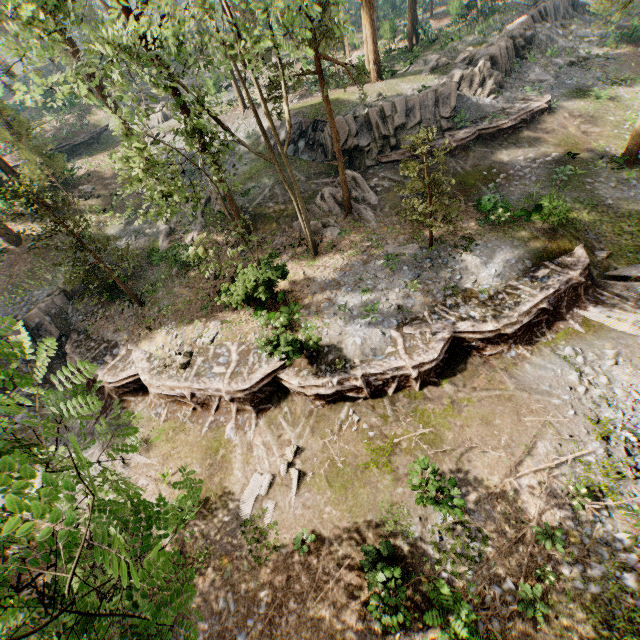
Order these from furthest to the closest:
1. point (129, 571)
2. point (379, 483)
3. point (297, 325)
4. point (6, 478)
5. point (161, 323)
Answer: A:
1. point (161, 323)
2. point (297, 325)
3. point (379, 483)
4. point (129, 571)
5. point (6, 478)

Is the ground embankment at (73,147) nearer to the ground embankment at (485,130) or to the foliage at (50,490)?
the foliage at (50,490)

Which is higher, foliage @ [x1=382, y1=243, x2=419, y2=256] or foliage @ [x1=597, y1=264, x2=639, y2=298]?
foliage @ [x1=382, y1=243, x2=419, y2=256]

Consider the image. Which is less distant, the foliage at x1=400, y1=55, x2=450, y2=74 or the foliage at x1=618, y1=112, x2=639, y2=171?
the foliage at x1=618, y1=112, x2=639, y2=171

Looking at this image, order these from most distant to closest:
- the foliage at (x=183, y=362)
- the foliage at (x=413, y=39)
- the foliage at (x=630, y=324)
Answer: the foliage at (x=413, y=39), the foliage at (x=183, y=362), the foliage at (x=630, y=324)

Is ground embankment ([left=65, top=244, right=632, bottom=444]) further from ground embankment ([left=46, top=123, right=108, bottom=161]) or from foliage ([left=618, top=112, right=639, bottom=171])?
ground embankment ([left=46, top=123, right=108, bottom=161])

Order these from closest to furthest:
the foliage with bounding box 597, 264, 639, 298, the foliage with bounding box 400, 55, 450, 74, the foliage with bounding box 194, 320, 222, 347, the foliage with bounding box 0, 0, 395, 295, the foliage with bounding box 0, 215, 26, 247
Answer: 1. the foliage with bounding box 0, 0, 395, 295
2. the foliage with bounding box 597, 264, 639, 298
3. the foliage with bounding box 0, 215, 26, 247
4. the foliage with bounding box 194, 320, 222, 347
5. the foliage with bounding box 400, 55, 450, 74
